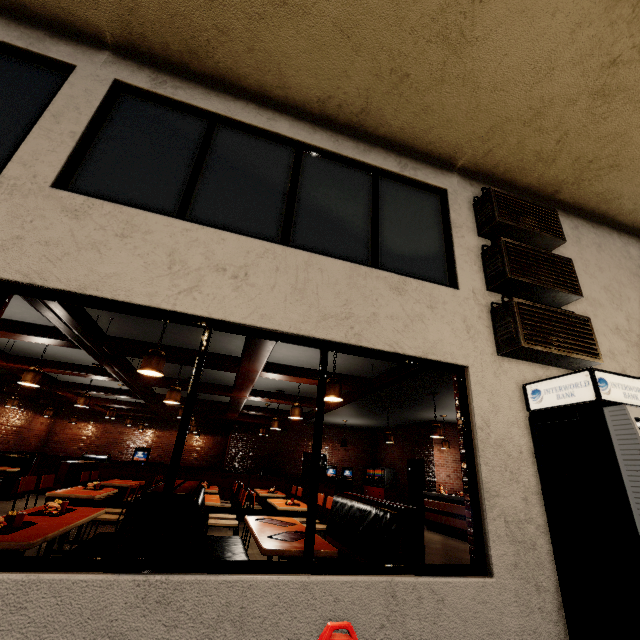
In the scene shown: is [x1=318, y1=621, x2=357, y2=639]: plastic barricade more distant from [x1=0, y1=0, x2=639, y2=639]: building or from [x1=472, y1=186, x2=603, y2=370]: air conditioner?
[x1=472, y1=186, x2=603, y2=370]: air conditioner

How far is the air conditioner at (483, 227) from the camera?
3.8 meters

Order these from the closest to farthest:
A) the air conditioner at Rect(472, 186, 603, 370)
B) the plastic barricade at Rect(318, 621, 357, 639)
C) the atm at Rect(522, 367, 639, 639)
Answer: the plastic barricade at Rect(318, 621, 357, 639) → the atm at Rect(522, 367, 639, 639) → the air conditioner at Rect(472, 186, 603, 370)

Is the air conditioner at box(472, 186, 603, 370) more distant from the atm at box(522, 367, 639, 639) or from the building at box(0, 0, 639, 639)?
the atm at box(522, 367, 639, 639)

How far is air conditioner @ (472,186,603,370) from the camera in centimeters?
376cm

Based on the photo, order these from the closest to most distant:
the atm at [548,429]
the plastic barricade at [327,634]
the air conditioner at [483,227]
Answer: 1. the plastic barricade at [327,634]
2. the atm at [548,429]
3. the air conditioner at [483,227]

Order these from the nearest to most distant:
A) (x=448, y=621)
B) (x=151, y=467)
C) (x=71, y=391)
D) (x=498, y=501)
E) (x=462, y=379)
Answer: (x=448, y=621) → (x=498, y=501) → (x=462, y=379) → (x=151, y=467) → (x=71, y=391)

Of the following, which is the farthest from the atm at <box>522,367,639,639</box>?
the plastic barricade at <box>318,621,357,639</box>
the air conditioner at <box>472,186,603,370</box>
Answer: the plastic barricade at <box>318,621,357,639</box>
